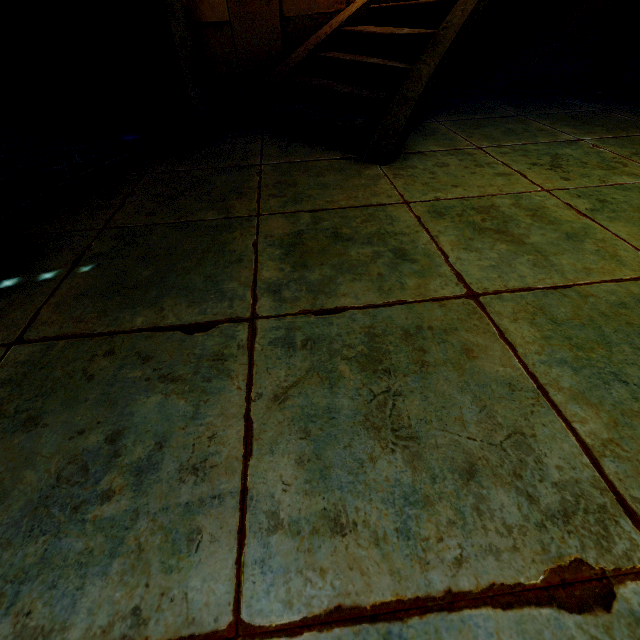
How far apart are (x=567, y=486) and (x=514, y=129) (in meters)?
4.17
